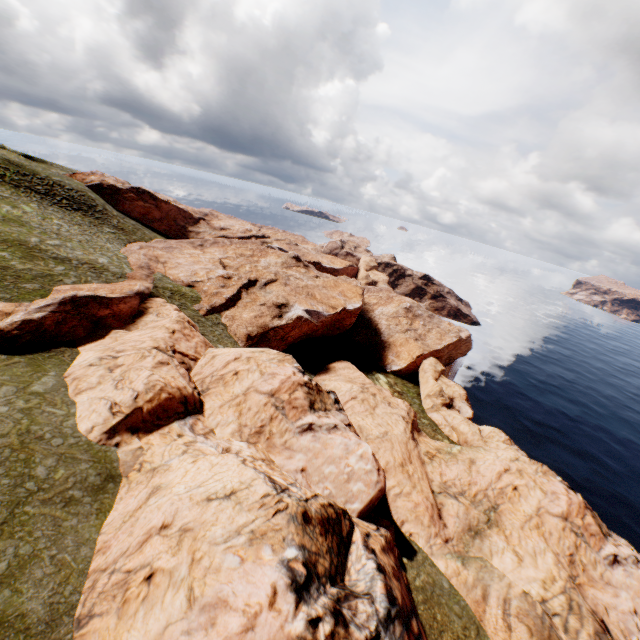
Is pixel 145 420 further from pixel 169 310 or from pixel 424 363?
pixel 424 363
